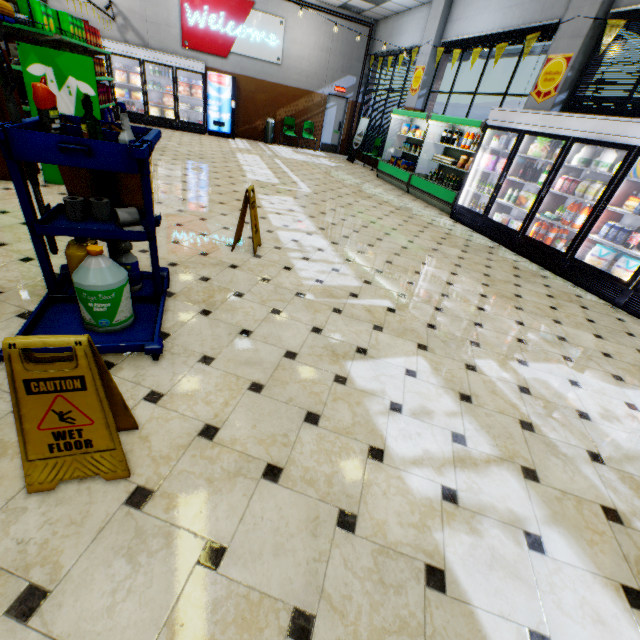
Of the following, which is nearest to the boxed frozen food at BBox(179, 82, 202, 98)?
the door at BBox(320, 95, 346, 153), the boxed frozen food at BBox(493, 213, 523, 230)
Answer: the door at BBox(320, 95, 346, 153)

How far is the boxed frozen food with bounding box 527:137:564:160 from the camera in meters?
5.8 m

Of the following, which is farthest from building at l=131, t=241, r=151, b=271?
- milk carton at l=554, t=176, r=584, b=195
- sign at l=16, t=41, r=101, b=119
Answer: milk carton at l=554, t=176, r=584, b=195

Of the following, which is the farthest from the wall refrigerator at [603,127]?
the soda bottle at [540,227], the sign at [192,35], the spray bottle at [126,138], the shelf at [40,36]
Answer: the sign at [192,35]

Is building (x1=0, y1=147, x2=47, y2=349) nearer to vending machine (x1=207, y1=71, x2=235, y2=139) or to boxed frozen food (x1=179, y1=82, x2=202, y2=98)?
vending machine (x1=207, y1=71, x2=235, y2=139)

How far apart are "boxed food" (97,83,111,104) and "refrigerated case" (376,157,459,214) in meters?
8.2

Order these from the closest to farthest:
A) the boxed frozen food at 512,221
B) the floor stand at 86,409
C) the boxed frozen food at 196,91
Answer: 1. the floor stand at 86,409
2. the boxed frozen food at 512,221
3. the boxed frozen food at 196,91

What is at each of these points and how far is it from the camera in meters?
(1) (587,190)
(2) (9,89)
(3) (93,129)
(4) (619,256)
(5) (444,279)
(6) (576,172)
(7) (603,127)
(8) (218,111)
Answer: (1) yogurt container, 5.1
(2) mop, 1.8
(3) spray bottle, 2.1
(4) boxed frozen food, 5.1
(5) building, 4.4
(6) wall refrigerator, 5.7
(7) wall refrigerator, 4.8
(8) vending machine, 12.4
